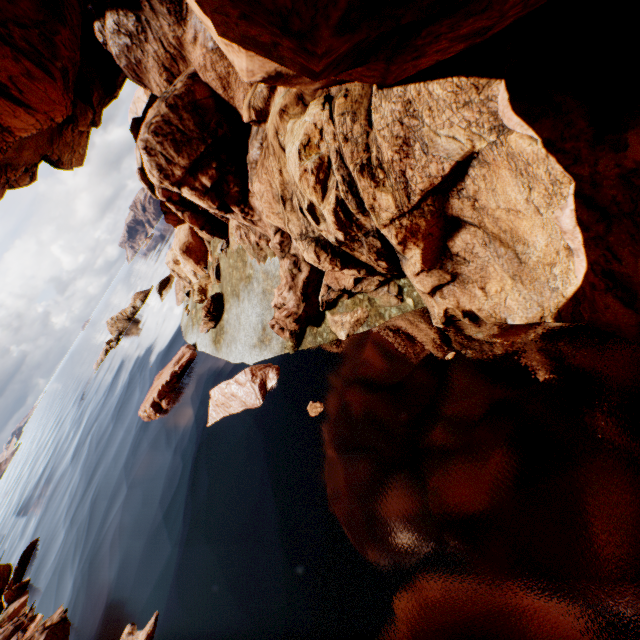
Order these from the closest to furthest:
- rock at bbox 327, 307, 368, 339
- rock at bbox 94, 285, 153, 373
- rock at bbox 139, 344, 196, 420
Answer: rock at bbox 327, 307, 368, 339, rock at bbox 139, 344, 196, 420, rock at bbox 94, 285, 153, 373

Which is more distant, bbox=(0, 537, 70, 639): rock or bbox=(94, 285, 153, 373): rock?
bbox=(94, 285, 153, 373): rock

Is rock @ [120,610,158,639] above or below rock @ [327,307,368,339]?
below

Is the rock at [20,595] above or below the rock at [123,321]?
below

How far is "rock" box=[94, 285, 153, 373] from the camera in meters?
45.2

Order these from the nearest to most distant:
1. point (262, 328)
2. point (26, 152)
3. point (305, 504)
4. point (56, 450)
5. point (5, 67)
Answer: point (305, 504) < point (262, 328) < point (5, 67) < point (26, 152) < point (56, 450)

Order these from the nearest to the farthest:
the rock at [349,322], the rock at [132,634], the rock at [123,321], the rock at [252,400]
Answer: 1. the rock at [349,322]
2. the rock at [132,634]
3. the rock at [252,400]
4. the rock at [123,321]
